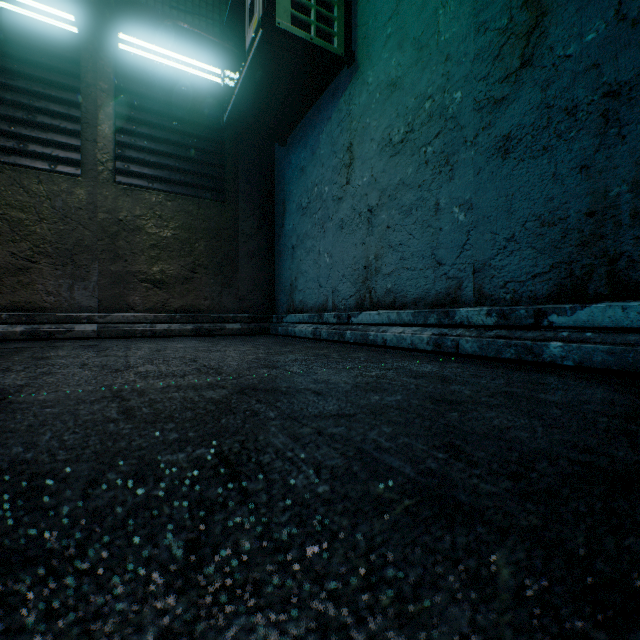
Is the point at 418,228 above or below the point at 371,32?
below
